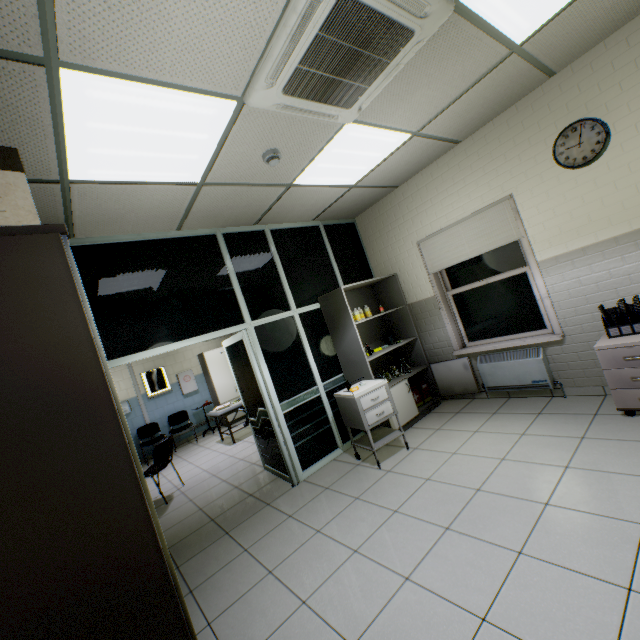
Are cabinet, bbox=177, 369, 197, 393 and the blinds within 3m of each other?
no

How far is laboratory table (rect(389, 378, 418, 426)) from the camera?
4.3 meters

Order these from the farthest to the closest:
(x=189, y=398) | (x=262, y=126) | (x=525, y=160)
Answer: (x=189, y=398), (x=525, y=160), (x=262, y=126)

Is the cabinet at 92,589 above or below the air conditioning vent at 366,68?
below

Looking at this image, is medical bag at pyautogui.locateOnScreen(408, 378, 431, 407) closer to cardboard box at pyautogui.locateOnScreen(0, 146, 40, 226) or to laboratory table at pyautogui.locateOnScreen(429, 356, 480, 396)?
laboratory table at pyautogui.locateOnScreen(429, 356, 480, 396)

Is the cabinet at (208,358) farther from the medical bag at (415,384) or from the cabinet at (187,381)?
the medical bag at (415,384)

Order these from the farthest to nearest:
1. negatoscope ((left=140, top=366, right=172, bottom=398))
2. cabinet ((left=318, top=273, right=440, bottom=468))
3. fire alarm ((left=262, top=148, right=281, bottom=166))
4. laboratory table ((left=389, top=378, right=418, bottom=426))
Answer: negatoscope ((left=140, top=366, right=172, bottom=398)), laboratory table ((left=389, top=378, right=418, bottom=426)), cabinet ((left=318, top=273, right=440, bottom=468)), fire alarm ((left=262, top=148, right=281, bottom=166))

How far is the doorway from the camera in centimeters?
323cm
